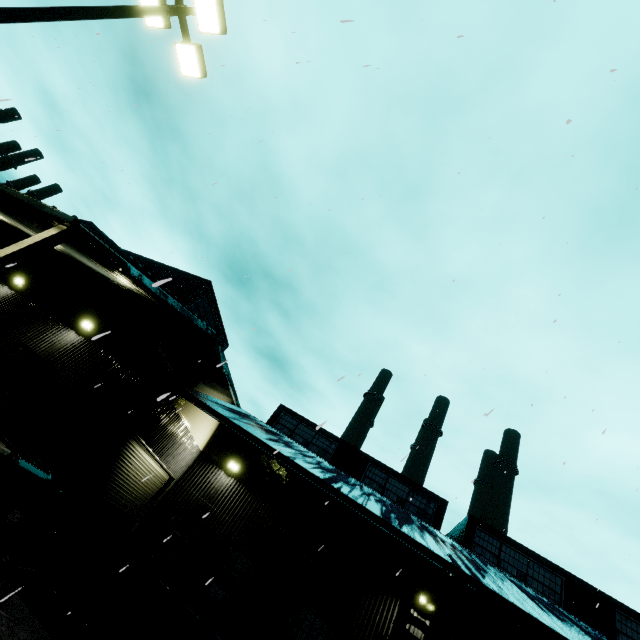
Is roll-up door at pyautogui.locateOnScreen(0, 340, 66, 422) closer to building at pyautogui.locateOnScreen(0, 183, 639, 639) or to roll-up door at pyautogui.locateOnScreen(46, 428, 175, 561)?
building at pyautogui.locateOnScreen(0, 183, 639, 639)

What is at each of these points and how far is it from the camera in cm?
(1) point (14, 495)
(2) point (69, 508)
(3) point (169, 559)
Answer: (1) concrete block, 708
(2) forklift, 485
(3) door, 1261

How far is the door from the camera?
12.1m

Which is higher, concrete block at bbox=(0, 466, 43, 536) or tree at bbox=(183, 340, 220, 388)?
tree at bbox=(183, 340, 220, 388)

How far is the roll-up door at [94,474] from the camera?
10.4m

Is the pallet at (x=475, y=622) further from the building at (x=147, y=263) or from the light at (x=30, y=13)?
the light at (x=30, y=13)

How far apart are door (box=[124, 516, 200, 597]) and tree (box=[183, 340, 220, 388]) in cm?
565

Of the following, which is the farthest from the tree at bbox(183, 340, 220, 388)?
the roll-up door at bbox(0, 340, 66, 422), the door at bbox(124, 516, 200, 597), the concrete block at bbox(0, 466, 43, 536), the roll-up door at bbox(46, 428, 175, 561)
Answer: the door at bbox(124, 516, 200, 597)
